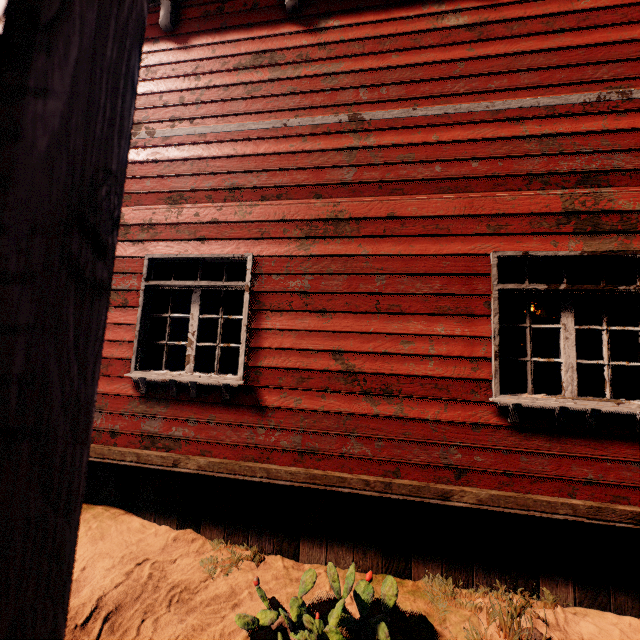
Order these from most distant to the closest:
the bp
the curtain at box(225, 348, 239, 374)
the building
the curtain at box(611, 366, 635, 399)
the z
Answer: the bp → the curtain at box(225, 348, 239, 374) → the curtain at box(611, 366, 635, 399) → the z → the building

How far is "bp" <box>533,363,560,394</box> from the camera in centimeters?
590cm

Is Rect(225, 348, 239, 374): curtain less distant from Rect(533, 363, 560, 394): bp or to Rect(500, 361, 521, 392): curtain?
Rect(500, 361, 521, 392): curtain

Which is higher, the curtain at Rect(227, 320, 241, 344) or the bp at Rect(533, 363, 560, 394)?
the curtain at Rect(227, 320, 241, 344)

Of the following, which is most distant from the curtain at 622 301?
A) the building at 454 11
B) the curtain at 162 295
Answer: the curtain at 162 295

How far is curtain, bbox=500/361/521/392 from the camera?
3.3m

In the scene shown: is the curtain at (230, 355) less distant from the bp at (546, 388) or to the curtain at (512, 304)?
the curtain at (512, 304)

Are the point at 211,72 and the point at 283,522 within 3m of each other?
no
